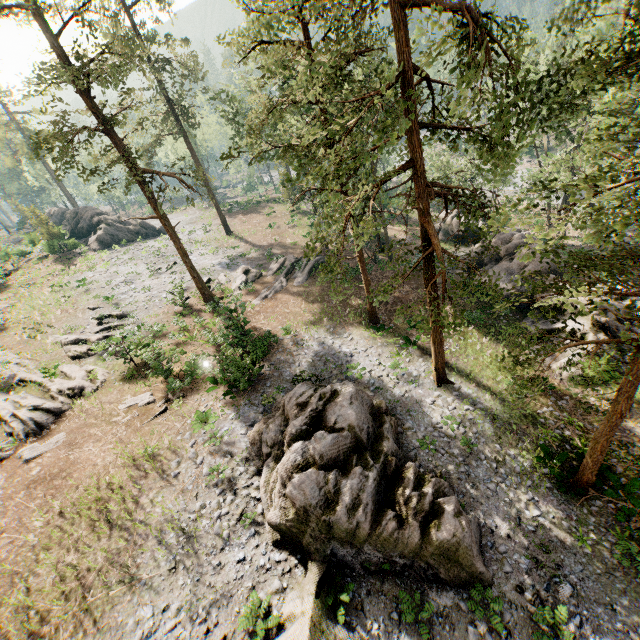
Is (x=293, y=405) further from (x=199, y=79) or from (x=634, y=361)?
(x=199, y=79)

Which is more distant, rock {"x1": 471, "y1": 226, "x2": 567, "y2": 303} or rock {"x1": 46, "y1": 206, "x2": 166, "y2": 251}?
rock {"x1": 46, "y1": 206, "x2": 166, "y2": 251}

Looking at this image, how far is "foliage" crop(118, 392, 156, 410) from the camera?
18.5 meters

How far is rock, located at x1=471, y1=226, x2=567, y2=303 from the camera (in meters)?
23.77

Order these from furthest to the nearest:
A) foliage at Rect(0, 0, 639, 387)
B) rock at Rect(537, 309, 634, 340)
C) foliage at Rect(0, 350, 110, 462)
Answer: rock at Rect(537, 309, 634, 340) < foliage at Rect(0, 350, 110, 462) < foliage at Rect(0, 0, 639, 387)

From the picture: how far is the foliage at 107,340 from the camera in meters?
22.5

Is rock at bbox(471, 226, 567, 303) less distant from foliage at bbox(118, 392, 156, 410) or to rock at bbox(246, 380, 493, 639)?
foliage at bbox(118, 392, 156, 410)

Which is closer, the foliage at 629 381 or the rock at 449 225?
the foliage at 629 381
